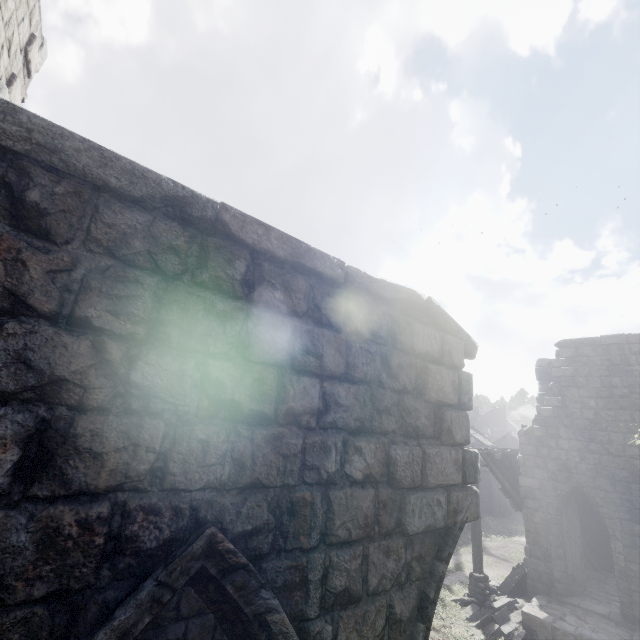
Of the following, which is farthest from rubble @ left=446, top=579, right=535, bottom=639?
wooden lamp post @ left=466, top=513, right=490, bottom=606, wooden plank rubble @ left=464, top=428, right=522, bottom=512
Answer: wooden plank rubble @ left=464, top=428, right=522, bottom=512

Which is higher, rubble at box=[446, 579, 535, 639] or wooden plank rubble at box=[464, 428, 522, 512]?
wooden plank rubble at box=[464, 428, 522, 512]

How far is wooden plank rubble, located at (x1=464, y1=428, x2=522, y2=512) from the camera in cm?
1399

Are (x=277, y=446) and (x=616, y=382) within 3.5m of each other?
no

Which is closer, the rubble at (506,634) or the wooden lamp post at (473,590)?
Answer: the rubble at (506,634)

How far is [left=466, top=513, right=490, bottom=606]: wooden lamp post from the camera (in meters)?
12.29

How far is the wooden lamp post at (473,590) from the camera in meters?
12.3 m
